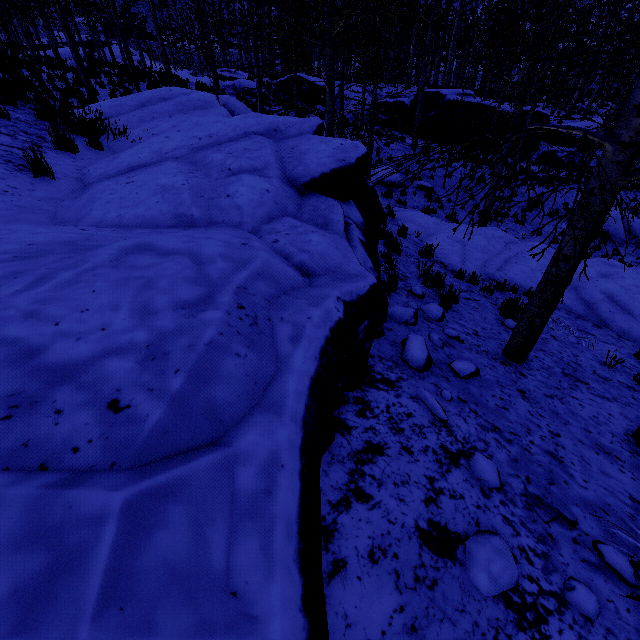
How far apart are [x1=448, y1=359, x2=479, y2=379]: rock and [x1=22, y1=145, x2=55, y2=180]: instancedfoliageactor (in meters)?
5.31

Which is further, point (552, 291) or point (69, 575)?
point (552, 291)

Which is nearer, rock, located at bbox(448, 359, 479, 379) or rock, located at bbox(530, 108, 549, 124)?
rock, located at bbox(448, 359, 479, 379)

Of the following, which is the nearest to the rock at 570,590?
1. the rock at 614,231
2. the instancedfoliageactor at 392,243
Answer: the instancedfoliageactor at 392,243

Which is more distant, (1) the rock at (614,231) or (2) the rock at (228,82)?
(2) the rock at (228,82)

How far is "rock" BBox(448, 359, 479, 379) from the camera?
3.51m

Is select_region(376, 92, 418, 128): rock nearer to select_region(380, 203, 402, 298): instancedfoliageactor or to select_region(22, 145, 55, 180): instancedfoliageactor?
select_region(380, 203, 402, 298): instancedfoliageactor

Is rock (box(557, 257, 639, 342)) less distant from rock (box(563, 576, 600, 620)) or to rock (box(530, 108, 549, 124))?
rock (box(563, 576, 600, 620))
